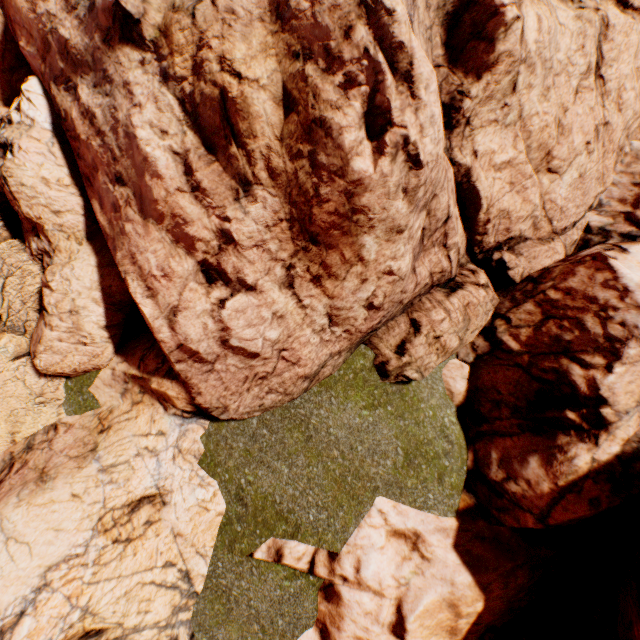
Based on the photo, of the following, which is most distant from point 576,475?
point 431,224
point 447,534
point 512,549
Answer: point 431,224
